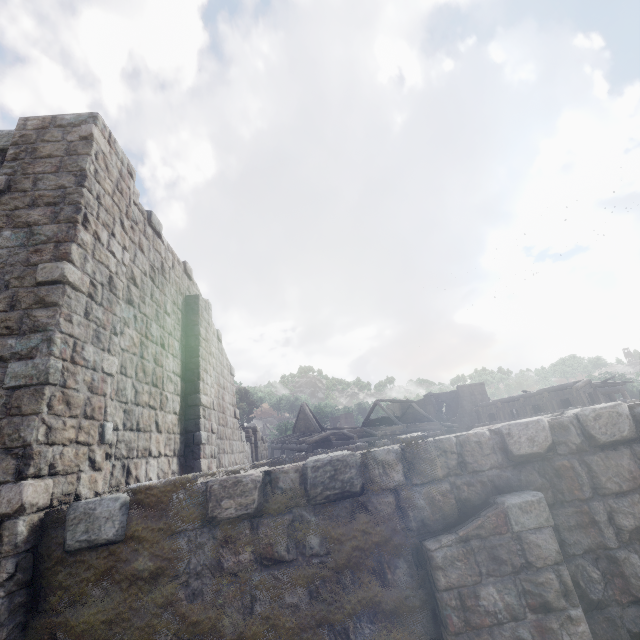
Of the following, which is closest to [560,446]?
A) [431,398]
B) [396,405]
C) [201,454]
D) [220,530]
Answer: [220,530]
